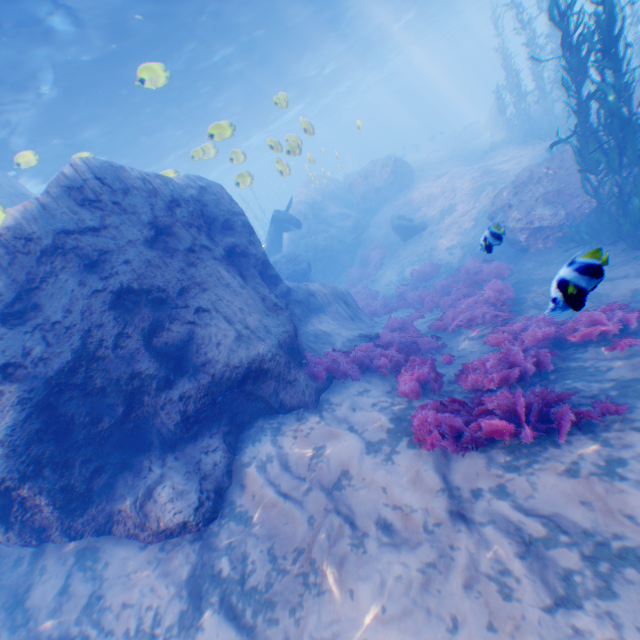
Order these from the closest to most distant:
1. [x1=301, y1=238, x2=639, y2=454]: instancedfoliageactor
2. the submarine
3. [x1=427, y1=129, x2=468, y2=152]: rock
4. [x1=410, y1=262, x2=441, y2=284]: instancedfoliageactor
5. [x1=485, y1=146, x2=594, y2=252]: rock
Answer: [x1=301, y1=238, x2=639, y2=454]: instancedfoliageactor
[x1=485, y1=146, x2=594, y2=252]: rock
[x1=410, y1=262, x2=441, y2=284]: instancedfoliageactor
[x1=427, y1=129, x2=468, y2=152]: rock
the submarine

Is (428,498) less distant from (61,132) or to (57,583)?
(57,583)

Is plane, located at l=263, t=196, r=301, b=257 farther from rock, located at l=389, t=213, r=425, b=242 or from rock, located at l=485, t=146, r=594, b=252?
rock, located at l=389, t=213, r=425, b=242

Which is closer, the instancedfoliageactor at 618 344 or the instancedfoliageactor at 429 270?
the instancedfoliageactor at 618 344

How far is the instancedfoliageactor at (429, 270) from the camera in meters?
15.8 m

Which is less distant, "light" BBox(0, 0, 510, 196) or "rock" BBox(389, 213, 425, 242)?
"light" BBox(0, 0, 510, 196)

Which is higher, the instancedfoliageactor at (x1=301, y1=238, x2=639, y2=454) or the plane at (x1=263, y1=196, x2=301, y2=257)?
the plane at (x1=263, y1=196, x2=301, y2=257)

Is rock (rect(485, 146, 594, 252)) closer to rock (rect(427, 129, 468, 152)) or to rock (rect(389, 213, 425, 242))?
rock (rect(389, 213, 425, 242))
